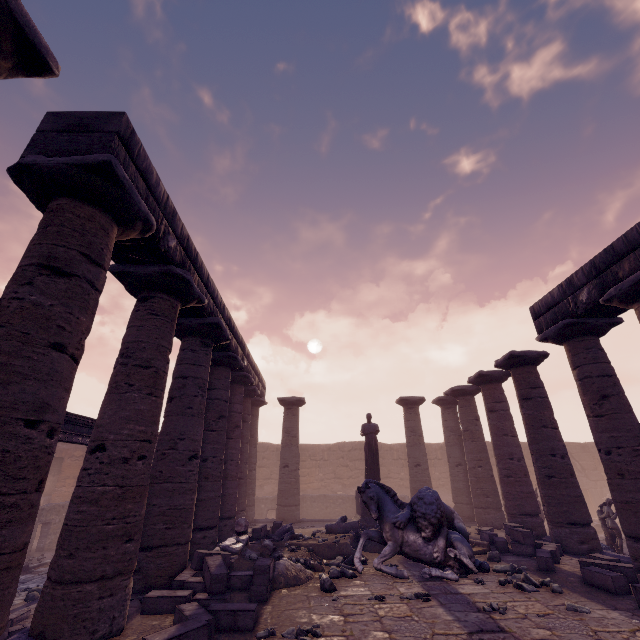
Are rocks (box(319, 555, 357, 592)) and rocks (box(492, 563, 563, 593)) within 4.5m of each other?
yes

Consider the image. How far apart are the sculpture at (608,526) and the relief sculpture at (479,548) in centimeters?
568cm

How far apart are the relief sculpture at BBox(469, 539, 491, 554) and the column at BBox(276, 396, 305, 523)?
7.4 meters

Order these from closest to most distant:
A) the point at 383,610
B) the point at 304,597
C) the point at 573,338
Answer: the point at 383,610 → the point at 304,597 → the point at 573,338

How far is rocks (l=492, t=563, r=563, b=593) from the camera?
5.7 meters

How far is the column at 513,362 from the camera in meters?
8.8

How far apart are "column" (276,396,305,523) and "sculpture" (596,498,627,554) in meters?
11.3

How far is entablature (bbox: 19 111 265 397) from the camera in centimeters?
422cm
